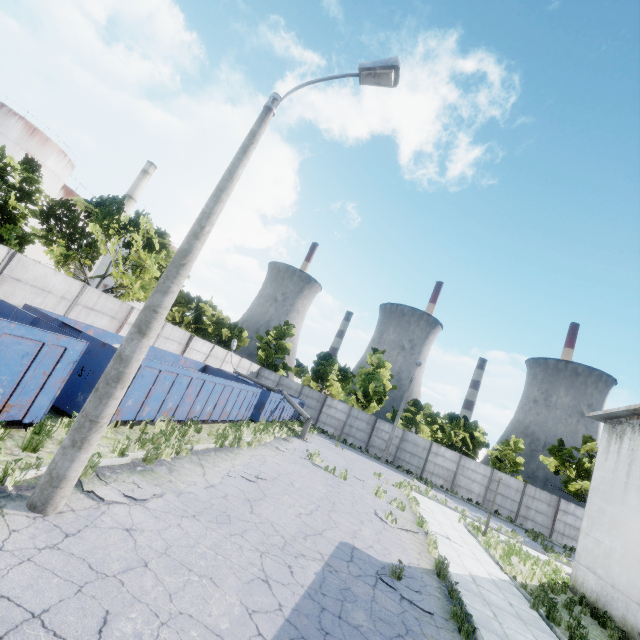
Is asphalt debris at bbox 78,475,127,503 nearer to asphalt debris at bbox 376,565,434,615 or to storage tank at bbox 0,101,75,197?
asphalt debris at bbox 376,565,434,615

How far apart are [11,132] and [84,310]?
33.7 meters

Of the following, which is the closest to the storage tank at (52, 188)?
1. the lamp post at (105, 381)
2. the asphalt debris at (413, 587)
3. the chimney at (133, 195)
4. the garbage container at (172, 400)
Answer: the chimney at (133, 195)

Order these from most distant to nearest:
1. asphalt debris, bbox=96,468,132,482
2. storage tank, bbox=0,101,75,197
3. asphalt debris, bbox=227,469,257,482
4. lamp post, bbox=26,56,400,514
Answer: storage tank, bbox=0,101,75,197, asphalt debris, bbox=227,469,257,482, asphalt debris, bbox=96,468,132,482, lamp post, bbox=26,56,400,514

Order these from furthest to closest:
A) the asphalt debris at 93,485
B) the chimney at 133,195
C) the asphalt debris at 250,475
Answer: the chimney at 133,195 → the asphalt debris at 250,475 → the asphalt debris at 93,485

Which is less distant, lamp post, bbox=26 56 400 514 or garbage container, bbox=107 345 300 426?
lamp post, bbox=26 56 400 514

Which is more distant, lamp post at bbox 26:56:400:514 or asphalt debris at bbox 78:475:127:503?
asphalt debris at bbox 78:475:127:503

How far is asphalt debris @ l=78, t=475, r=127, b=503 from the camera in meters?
6.0 m
